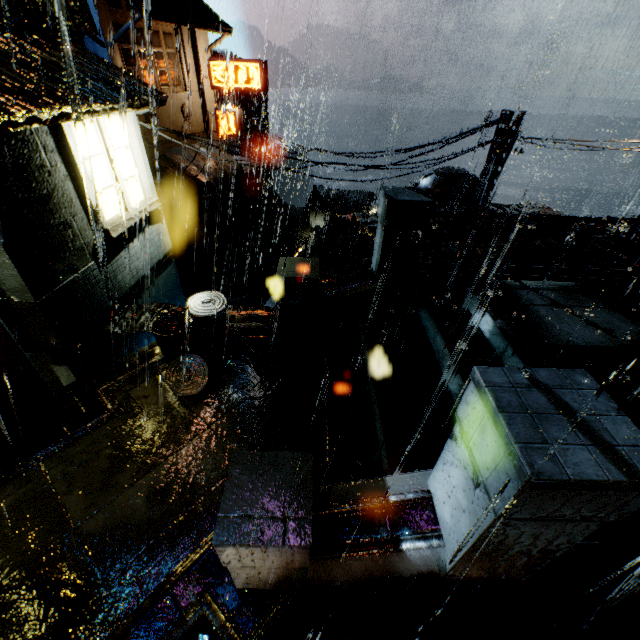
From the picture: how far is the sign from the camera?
20.1 meters

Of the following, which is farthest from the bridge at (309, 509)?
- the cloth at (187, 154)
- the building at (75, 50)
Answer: the cloth at (187, 154)

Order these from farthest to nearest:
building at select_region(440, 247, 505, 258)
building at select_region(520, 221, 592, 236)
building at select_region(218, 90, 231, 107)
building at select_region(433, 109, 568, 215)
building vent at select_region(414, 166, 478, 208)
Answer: building at select_region(218, 90, 231, 107)
building vent at select_region(414, 166, 478, 208)
building at select_region(433, 109, 568, 215)
building at select_region(520, 221, 592, 236)
building at select_region(440, 247, 505, 258)

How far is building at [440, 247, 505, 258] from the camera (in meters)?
9.48

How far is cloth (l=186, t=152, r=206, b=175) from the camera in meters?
20.0 m

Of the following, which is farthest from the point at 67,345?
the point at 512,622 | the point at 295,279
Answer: the point at 512,622

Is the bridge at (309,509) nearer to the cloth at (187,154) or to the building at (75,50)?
the building at (75,50)

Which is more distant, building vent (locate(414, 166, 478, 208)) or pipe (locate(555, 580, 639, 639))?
building vent (locate(414, 166, 478, 208))
